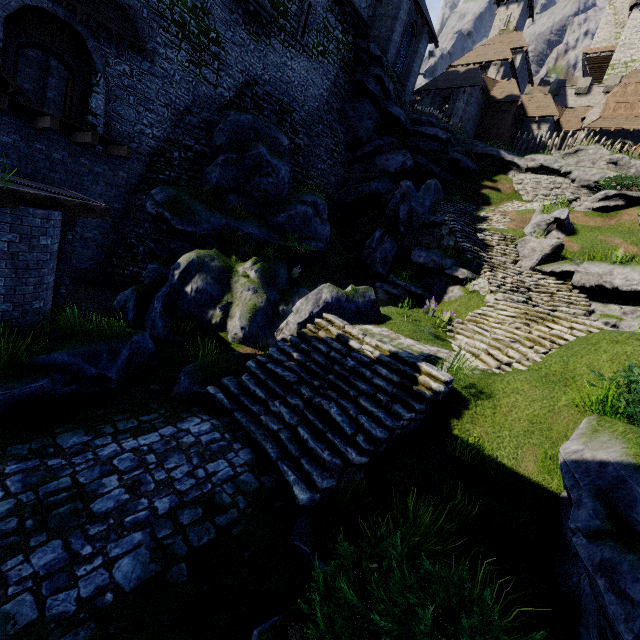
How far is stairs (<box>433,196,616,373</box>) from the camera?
9.12m

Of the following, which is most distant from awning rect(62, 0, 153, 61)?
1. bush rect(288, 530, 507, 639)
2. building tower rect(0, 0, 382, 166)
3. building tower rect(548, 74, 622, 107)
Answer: building tower rect(548, 74, 622, 107)

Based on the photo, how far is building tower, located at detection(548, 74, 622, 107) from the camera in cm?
4034

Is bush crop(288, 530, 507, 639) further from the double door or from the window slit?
the double door

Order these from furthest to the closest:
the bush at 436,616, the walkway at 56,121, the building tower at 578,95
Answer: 1. the building tower at 578,95
2. the walkway at 56,121
3. the bush at 436,616

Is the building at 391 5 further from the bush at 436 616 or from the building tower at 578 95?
the bush at 436 616

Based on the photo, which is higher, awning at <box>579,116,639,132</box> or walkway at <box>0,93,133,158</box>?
awning at <box>579,116,639,132</box>

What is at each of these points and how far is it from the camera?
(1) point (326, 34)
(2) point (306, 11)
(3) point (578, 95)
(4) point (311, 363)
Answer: (1) building tower, 20.75m
(2) window slit, 19.09m
(3) building tower, 42.62m
(4) stairs, 7.77m
